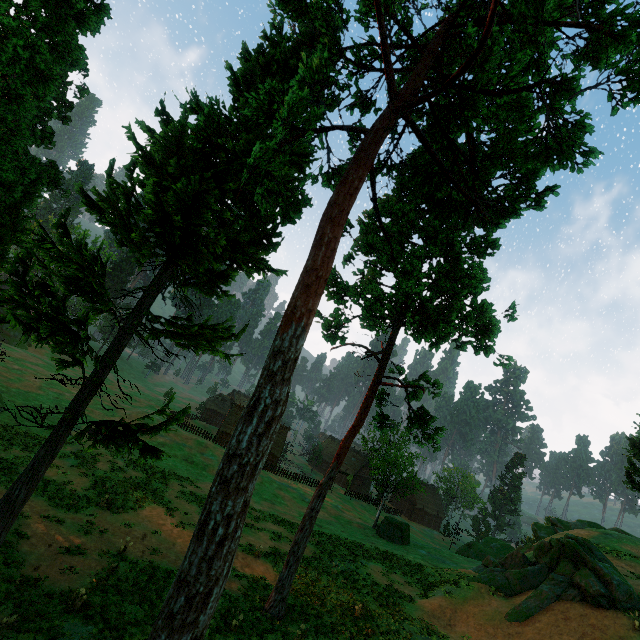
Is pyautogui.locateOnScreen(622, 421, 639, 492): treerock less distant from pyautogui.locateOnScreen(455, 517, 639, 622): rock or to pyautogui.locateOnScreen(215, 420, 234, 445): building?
pyautogui.locateOnScreen(215, 420, 234, 445): building

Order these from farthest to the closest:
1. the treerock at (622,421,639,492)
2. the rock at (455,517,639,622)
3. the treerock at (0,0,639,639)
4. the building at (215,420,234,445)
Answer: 1. the building at (215,420,234,445)
2. the treerock at (622,421,639,492)
3. the rock at (455,517,639,622)
4. the treerock at (0,0,639,639)

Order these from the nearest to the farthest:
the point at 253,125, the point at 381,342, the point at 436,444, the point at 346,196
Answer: the point at 346,196 → the point at 253,125 → the point at 436,444 → the point at 381,342

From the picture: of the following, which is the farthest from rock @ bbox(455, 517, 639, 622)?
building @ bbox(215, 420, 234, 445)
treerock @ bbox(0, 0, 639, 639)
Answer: building @ bbox(215, 420, 234, 445)

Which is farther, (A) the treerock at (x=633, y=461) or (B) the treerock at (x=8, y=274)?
(A) the treerock at (x=633, y=461)

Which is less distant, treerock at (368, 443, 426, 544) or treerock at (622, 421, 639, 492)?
treerock at (622, 421, 639, 492)

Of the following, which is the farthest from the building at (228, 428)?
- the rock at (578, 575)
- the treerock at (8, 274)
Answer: the rock at (578, 575)
